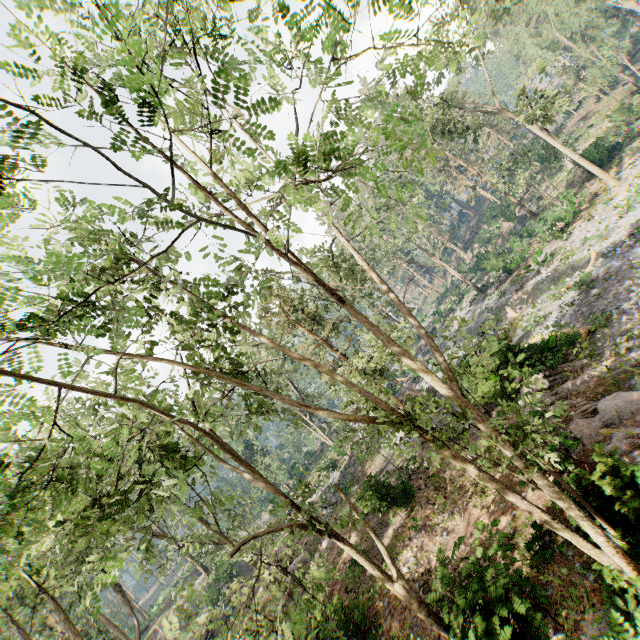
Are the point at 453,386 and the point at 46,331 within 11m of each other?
yes

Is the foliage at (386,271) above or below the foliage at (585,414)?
above

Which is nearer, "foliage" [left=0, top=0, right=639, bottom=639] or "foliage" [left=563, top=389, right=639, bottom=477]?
"foliage" [left=0, top=0, right=639, bottom=639]

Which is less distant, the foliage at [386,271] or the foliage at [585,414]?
the foliage at [386,271]

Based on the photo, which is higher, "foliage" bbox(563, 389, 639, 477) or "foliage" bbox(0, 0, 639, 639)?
"foliage" bbox(0, 0, 639, 639)
